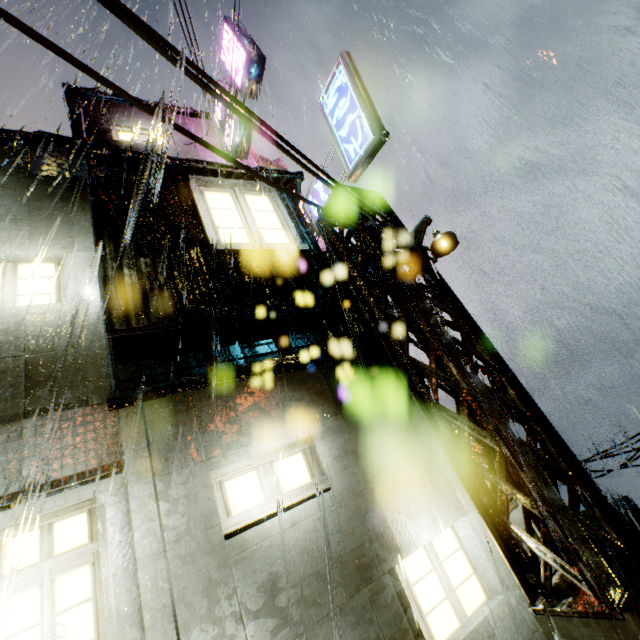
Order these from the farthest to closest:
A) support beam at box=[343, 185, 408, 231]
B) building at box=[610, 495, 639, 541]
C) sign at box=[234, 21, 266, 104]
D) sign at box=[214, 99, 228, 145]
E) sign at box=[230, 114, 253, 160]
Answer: building at box=[610, 495, 639, 541]
sign at box=[214, 99, 228, 145]
sign at box=[230, 114, 253, 160]
sign at box=[234, 21, 266, 104]
support beam at box=[343, 185, 408, 231]

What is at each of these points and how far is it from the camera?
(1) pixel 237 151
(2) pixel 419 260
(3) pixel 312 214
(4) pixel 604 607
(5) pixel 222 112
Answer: (1) sign, 12.1 meters
(2) lamp post, 5.7 meters
(3) sign, 8.8 meters
(4) support beam, 3.4 meters
(5) sign, 12.4 meters

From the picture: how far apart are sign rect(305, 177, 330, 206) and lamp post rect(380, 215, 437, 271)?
1.98m

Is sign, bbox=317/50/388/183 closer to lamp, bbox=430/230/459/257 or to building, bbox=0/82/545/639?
building, bbox=0/82/545/639

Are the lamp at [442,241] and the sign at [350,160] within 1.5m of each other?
no

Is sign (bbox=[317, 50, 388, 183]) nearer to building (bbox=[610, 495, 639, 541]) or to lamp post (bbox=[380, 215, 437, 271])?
building (bbox=[610, 495, 639, 541])

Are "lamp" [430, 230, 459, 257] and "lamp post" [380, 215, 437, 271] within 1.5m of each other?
yes

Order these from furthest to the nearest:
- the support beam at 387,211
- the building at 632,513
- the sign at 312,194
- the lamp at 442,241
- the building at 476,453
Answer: the building at 632,513
the sign at 312,194
the support beam at 387,211
the building at 476,453
the lamp at 442,241
